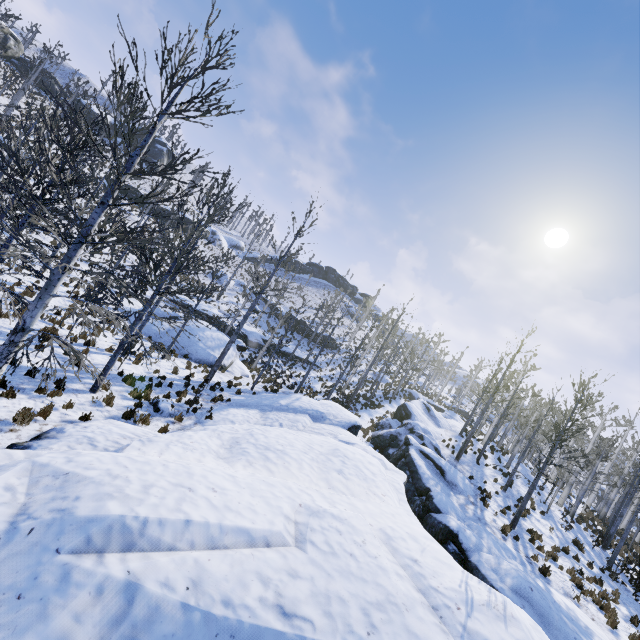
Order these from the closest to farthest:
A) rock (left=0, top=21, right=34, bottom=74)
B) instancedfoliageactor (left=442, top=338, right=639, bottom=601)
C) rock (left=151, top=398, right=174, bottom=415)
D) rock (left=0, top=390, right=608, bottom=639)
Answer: rock (left=0, top=390, right=608, bottom=639) < rock (left=151, top=398, right=174, bottom=415) < instancedfoliageactor (left=442, top=338, right=639, bottom=601) < rock (left=0, top=21, right=34, bottom=74)

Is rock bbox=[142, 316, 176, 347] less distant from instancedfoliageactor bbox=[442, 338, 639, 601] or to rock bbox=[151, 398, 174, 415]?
rock bbox=[151, 398, 174, 415]

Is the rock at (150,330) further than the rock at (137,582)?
Yes

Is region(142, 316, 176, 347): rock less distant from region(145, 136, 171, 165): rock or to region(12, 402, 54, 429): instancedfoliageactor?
region(12, 402, 54, 429): instancedfoliageactor

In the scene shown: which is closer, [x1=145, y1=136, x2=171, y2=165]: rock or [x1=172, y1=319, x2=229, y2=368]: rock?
[x1=172, y1=319, x2=229, y2=368]: rock

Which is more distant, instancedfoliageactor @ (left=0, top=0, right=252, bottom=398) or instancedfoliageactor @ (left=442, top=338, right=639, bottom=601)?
instancedfoliageactor @ (left=442, top=338, right=639, bottom=601)

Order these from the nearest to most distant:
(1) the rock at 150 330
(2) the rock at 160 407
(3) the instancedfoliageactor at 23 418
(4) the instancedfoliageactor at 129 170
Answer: (4) the instancedfoliageactor at 129 170
(3) the instancedfoliageactor at 23 418
(2) the rock at 160 407
(1) the rock at 150 330

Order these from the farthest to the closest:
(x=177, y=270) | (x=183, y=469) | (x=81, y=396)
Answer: (x=177, y=270) → (x=81, y=396) → (x=183, y=469)
